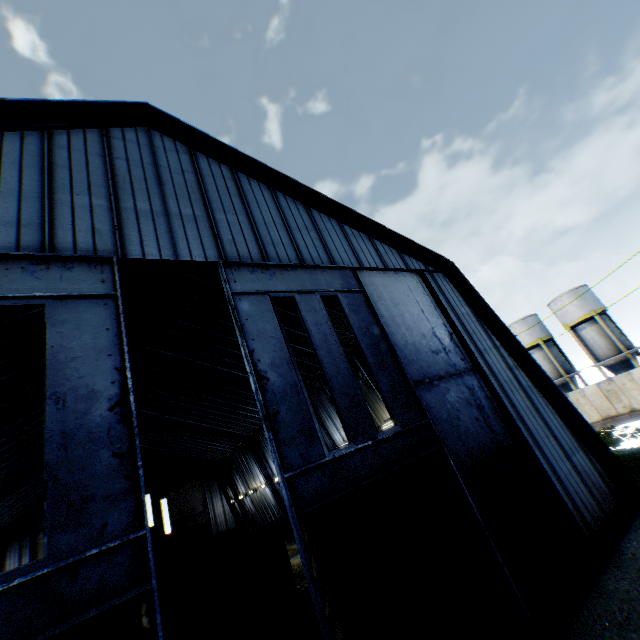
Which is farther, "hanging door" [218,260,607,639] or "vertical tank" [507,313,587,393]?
"vertical tank" [507,313,587,393]

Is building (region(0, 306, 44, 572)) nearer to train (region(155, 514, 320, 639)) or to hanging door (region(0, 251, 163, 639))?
hanging door (region(0, 251, 163, 639))

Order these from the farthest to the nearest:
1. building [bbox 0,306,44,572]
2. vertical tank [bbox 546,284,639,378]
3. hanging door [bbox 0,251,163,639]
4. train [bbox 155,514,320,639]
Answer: vertical tank [bbox 546,284,639,378] → building [bbox 0,306,44,572] → train [bbox 155,514,320,639] → hanging door [bbox 0,251,163,639]

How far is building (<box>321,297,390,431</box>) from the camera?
17.7 meters

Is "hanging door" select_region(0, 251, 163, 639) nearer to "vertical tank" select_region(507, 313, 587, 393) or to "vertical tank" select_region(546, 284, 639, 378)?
"vertical tank" select_region(546, 284, 639, 378)

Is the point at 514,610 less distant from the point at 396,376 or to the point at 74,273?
the point at 396,376

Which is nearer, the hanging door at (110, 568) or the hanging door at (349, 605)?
the hanging door at (110, 568)

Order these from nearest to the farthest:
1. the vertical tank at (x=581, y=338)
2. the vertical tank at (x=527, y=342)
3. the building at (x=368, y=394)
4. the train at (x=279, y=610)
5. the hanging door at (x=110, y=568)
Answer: the hanging door at (x=110, y=568) → the train at (x=279, y=610) → the building at (x=368, y=394) → the vertical tank at (x=581, y=338) → the vertical tank at (x=527, y=342)
